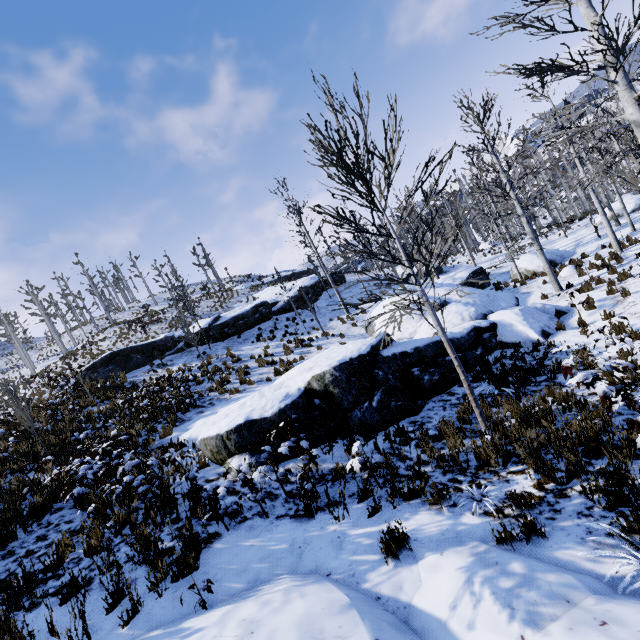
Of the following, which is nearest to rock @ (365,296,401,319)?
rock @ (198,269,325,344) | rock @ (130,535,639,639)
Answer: rock @ (130,535,639,639)

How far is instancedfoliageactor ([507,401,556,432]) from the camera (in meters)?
5.43

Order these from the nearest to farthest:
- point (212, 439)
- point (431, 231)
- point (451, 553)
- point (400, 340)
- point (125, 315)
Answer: Result:
1. point (451, 553)
2. point (431, 231)
3. point (212, 439)
4. point (400, 340)
5. point (125, 315)

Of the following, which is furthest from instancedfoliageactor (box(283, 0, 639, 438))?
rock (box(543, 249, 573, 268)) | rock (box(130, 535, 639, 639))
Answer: rock (box(130, 535, 639, 639))

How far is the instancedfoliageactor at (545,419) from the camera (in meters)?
5.43

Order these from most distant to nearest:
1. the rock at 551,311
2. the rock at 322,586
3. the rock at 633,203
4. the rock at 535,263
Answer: the rock at 633,203 < the rock at 535,263 < the rock at 551,311 < the rock at 322,586

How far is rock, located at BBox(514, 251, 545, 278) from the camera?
18.22m

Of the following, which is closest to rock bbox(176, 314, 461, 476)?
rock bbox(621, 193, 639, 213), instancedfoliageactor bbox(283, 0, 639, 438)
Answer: instancedfoliageactor bbox(283, 0, 639, 438)
